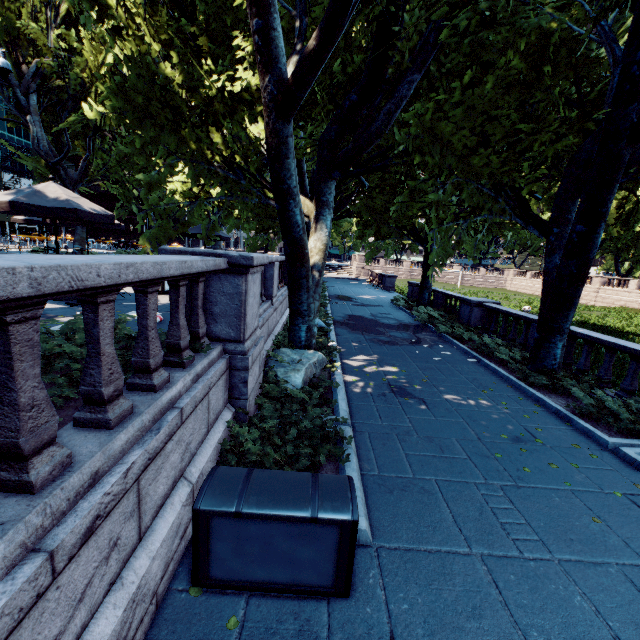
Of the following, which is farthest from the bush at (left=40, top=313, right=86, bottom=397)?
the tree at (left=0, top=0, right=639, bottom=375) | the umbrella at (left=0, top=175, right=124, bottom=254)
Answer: the umbrella at (left=0, top=175, right=124, bottom=254)

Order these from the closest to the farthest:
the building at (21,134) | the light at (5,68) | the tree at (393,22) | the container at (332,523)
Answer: the container at (332,523)
the tree at (393,22)
the light at (5,68)
the building at (21,134)

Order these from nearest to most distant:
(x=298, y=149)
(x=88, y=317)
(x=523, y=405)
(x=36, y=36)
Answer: (x=88, y=317) < (x=523, y=405) < (x=298, y=149) < (x=36, y=36)

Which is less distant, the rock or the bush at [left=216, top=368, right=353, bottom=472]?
the bush at [left=216, top=368, right=353, bottom=472]

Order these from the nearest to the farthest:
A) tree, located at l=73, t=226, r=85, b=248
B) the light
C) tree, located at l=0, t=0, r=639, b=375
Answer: tree, located at l=0, t=0, r=639, b=375 → the light → tree, located at l=73, t=226, r=85, b=248

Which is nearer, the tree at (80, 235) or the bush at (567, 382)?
the bush at (567, 382)

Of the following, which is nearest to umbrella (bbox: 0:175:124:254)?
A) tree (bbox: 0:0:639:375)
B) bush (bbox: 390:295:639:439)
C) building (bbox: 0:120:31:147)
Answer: tree (bbox: 0:0:639:375)

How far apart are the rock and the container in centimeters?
302cm
